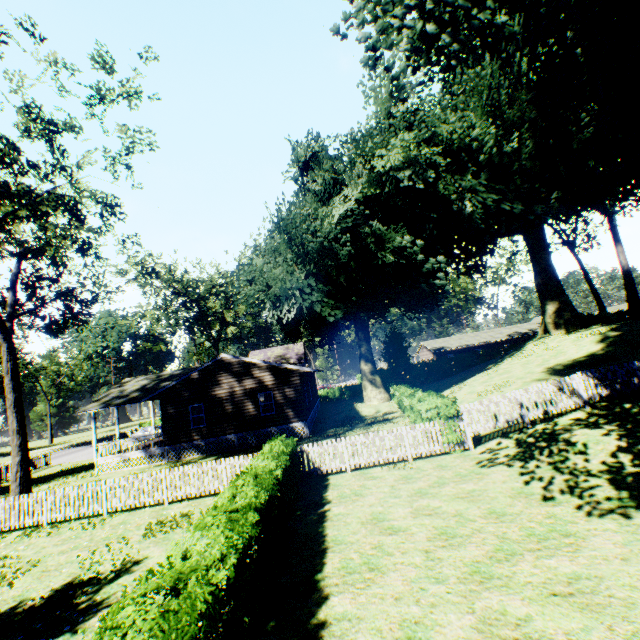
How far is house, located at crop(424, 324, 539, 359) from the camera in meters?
55.7 m

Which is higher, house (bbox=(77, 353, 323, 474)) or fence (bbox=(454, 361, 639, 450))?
fence (bbox=(454, 361, 639, 450))

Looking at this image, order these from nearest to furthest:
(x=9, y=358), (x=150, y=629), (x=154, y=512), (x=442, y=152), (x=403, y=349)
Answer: (x=150, y=629)
(x=154, y=512)
(x=9, y=358)
(x=442, y=152)
(x=403, y=349)

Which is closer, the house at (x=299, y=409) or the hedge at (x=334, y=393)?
the house at (x=299, y=409)

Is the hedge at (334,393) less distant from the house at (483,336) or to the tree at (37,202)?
the house at (483,336)

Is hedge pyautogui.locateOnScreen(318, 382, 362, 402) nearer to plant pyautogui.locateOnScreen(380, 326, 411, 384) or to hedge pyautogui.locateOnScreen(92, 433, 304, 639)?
plant pyautogui.locateOnScreen(380, 326, 411, 384)

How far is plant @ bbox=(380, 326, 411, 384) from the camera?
45.1m

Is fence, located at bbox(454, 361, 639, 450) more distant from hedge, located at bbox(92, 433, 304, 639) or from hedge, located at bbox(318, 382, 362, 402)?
hedge, located at bbox(318, 382, 362, 402)
